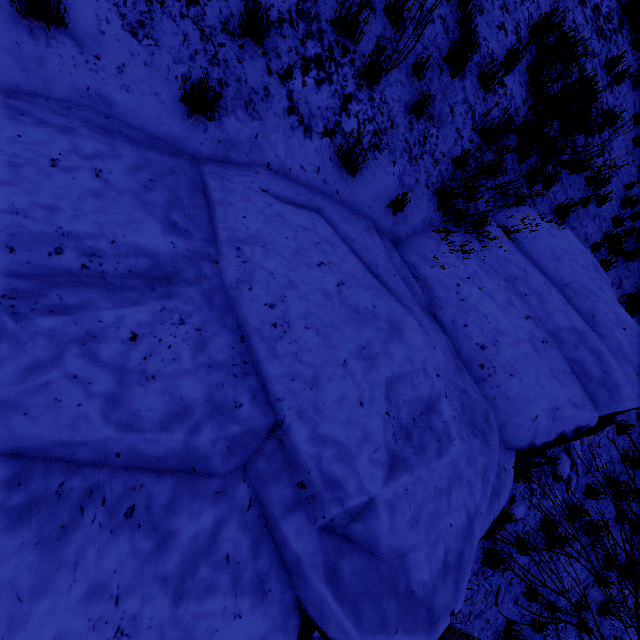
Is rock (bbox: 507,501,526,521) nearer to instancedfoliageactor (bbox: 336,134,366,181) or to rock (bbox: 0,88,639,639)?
rock (bbox: 0,88,639,639)

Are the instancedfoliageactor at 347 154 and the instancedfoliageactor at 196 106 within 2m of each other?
yes

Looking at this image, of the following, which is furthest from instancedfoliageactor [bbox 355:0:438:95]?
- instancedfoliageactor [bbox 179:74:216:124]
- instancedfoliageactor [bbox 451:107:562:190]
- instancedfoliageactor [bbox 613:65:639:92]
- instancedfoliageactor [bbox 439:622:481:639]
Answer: instancedfoliageactor [bbox 613:65:639:92]

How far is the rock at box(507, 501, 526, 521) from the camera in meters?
5.7

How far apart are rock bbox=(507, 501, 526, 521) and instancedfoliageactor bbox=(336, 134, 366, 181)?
6.2 meters

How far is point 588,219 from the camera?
7.04m

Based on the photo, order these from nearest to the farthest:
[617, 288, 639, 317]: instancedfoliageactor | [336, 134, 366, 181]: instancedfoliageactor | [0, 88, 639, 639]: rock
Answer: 1. [0, 88, 639, 639]: rock
2. [336, 134, 366, 181]: instancedfoliageactor
3. [617, 288, 639, 317]: instancedfoliageactor

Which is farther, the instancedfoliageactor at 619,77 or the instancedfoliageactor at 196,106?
the instancedfoliageactor at 619,77
